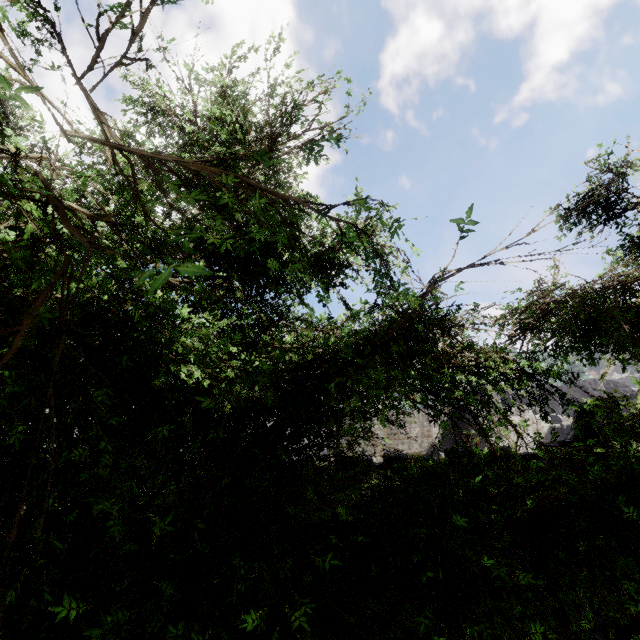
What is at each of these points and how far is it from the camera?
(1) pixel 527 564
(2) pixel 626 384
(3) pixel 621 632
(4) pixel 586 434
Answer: (1) building, 7.91m
(2) building, 31.53m
(3) building, 7.54m
(4) building, 8.70m

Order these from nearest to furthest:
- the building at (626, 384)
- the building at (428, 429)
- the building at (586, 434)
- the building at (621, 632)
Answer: the building at (621, 632), the building at (586, 434), the building at (626, 384), the building at (428, 429)

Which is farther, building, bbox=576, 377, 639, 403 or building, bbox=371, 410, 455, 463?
building, bbox=371, 410, 455, 463

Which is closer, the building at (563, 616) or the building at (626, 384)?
the building at (563, 616)

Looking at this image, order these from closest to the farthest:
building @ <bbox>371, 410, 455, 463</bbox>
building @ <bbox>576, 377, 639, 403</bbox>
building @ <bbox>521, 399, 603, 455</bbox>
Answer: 1. building @ <bbox>521, 399, 603, 455</bbox>
2. building @ <bbox>576, 377, 639, 403</bbox>
3. building @ <bbox>371, 410, 455, 463</bbox>

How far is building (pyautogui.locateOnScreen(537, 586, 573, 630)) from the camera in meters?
7.6
